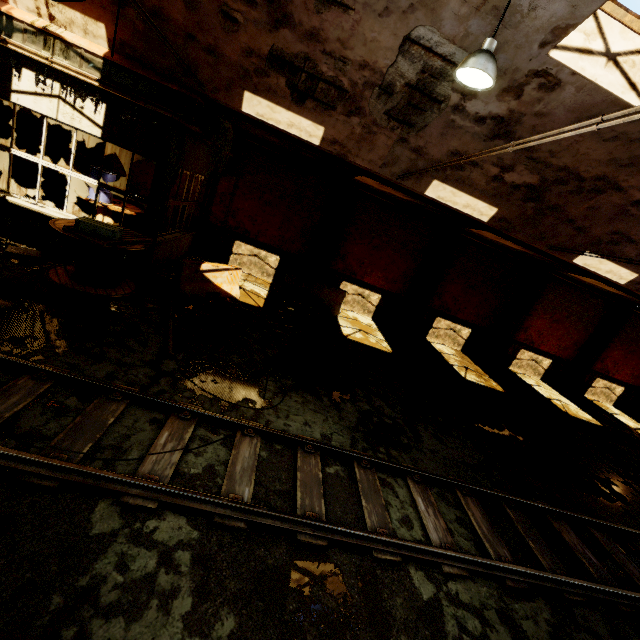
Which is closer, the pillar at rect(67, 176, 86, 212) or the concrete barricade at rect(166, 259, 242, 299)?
the concrete barricade at rect(166, 259, 242, 299)

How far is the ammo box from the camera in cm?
659

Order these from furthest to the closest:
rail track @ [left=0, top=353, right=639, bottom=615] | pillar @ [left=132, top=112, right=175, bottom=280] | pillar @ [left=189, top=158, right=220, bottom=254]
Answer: pillar @ [left=189, top=158, right=220, bottom=254] < pillar @ [left=132, top=112, right=175, bottom=280] < rail track @ [left=0, top=353, right=639, bottom=615]

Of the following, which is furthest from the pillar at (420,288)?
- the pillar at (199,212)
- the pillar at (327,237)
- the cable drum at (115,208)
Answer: the cable drum at (115,208)

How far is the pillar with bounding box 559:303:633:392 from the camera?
15.8m

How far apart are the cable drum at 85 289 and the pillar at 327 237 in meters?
7.0

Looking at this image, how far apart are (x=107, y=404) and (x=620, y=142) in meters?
10.2

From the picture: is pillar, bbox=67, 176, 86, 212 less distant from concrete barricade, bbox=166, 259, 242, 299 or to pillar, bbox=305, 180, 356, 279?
concrete barricade, bbox=166, 259, 242, 299
